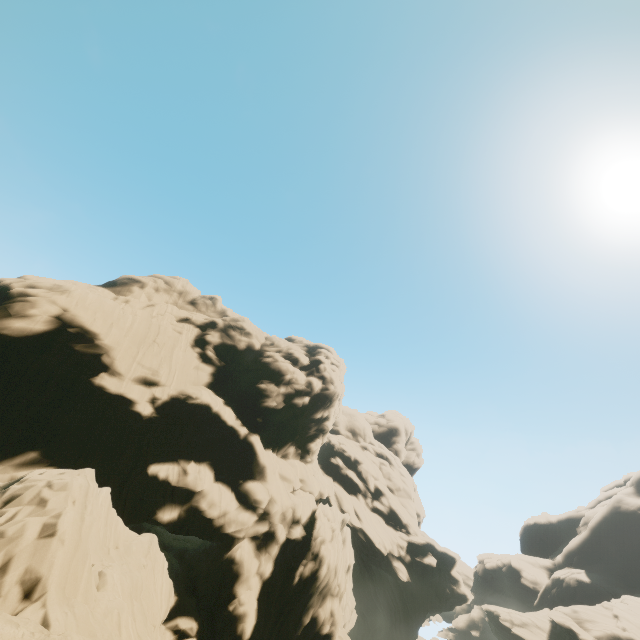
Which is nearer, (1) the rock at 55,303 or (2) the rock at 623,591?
(1) the rock at 55,303

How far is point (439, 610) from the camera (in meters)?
42.62

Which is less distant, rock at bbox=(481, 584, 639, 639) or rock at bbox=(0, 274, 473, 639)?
rock at bbox=(0, 274, 473, 639)
